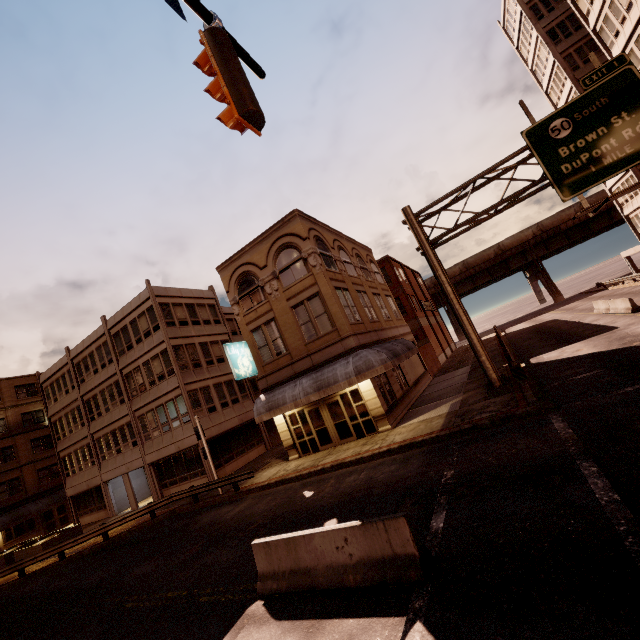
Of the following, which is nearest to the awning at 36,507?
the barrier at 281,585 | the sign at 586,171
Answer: the barrier at 281,585

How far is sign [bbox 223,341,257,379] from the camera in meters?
19.0

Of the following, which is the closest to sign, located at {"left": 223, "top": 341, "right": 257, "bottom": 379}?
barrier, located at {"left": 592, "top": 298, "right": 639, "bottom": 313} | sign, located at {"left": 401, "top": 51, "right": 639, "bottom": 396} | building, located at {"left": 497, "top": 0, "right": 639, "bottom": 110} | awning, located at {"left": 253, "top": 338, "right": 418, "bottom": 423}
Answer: awning, located at {"left": 253, "top": 338, "right": 418, "bottom": 423}

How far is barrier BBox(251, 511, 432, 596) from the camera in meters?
5.8

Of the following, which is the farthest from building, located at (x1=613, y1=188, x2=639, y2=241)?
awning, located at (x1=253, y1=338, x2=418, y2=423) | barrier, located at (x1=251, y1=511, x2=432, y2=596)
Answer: barrier, located at (x1=251, y1=511, x2=432, y2=596)

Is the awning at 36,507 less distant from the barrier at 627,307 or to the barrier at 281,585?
the barrier at 281,585

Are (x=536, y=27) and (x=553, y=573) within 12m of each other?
no

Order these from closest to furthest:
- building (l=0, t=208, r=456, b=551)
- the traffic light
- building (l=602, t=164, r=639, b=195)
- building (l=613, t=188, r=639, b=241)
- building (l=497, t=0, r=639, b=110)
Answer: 1. the traffic light
2. building (l=0, t=208, r=456, b=551)
3. building (l=497, t=0, r=639, b=110)
4. building (l=602, t=164, r=639, b=195)
5. building (l=613, t=188, r=639, b=241)
